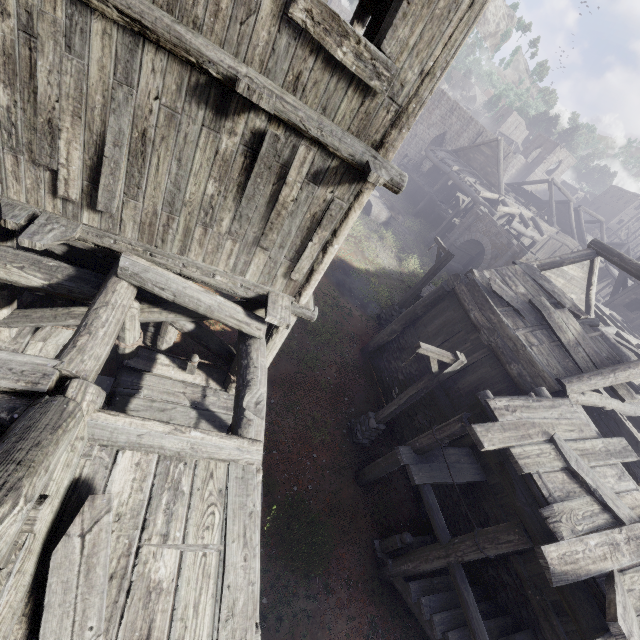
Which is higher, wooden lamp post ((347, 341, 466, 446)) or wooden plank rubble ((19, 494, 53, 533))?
wooden plank rubble ((19, 494, 53, 533))

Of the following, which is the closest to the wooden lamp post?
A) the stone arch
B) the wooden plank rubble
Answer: the wooden plank rubble

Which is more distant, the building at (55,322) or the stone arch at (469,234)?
the stone arch at (469,234)

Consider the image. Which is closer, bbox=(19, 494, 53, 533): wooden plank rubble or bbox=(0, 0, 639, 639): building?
bbox=(19, 494, 53, 533): wooden plank rubble

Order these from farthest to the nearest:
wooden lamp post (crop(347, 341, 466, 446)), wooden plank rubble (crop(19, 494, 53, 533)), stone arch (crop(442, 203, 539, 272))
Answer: stone arch (crop(442, 203, 539, 272))
wooden lamp post (crop(347, 341, 466, 446))
wooden plank rubble (crop(19, 494, 53, 533))

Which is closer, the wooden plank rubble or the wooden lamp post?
the wooden plank rubble

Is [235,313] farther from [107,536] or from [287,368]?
[287,368]

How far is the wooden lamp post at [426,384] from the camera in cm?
818
